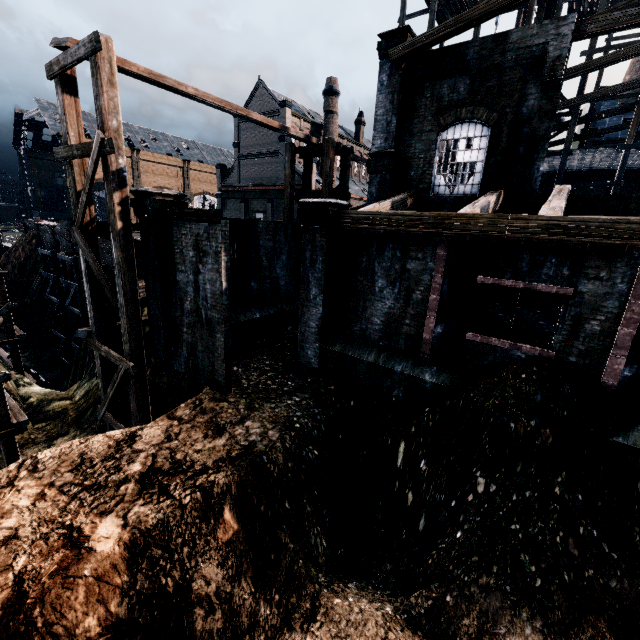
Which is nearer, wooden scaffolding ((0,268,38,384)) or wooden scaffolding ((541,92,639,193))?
wooden scaffolding ((0,268,38,384))

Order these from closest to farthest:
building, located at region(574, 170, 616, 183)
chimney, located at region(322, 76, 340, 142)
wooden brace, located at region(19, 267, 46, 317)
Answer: building, located at region(574, 170, 616, 183) < wooden brace, located at region(19, 267, 46, 317) < chimney, located at region(322, 76, 340, 142)

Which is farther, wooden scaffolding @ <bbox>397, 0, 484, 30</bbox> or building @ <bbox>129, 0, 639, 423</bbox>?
wooden scaffolding @ <bbox>397, 0, 484, 30</bbox>

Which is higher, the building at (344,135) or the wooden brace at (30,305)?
the building at (344,135)

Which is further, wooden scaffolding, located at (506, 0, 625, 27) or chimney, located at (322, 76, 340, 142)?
chimney, located at (322, 76, 340, 142)

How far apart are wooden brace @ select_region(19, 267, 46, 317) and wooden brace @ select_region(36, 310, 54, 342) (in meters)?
4.80

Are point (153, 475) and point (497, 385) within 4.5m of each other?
no

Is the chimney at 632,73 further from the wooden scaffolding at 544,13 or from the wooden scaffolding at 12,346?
the wooden scaffolding at 12,346
